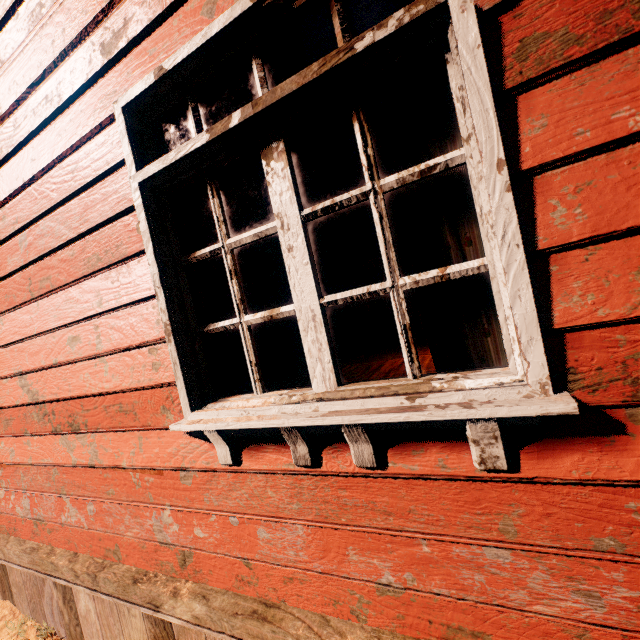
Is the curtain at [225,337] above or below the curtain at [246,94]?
below

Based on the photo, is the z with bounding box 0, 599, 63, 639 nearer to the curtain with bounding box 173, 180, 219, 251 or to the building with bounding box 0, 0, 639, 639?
the building with bounding box 0, 0, 639, 639

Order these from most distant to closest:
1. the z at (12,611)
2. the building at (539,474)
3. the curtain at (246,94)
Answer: the z at (12,611) → the curtain at (246,94) → the building at (539,474)

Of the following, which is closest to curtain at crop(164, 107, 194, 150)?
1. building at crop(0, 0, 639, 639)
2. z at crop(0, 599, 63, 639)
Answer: building at crop(0, 0, 639, 639)

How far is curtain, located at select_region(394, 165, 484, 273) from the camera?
1.1 meters

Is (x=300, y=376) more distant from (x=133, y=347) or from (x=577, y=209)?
(x=577, y=209)
